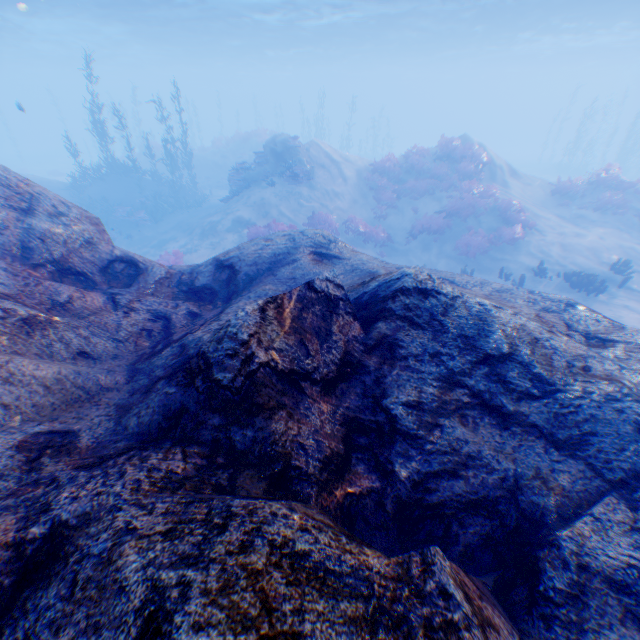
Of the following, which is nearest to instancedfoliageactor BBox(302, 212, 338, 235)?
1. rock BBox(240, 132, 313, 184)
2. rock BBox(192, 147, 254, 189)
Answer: rock BBox(240, 132, 313, 184)

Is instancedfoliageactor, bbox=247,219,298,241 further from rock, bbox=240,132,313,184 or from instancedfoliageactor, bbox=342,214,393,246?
rock, bbox=240,132,313,184

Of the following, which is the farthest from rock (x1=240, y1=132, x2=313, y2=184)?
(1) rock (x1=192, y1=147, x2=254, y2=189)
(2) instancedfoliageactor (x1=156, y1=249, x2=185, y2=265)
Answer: (1) rock (x1=192, y1=147, x2=254, y2=189)

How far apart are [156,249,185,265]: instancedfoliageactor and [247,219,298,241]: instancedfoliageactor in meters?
3.0 m

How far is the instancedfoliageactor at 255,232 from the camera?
15.1 meters

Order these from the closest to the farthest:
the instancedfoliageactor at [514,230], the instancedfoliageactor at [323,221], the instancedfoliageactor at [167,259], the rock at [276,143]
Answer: the instancedfoliageactor at [167,259] → the instancedfoliageactor at [514,230] → the instancedfoliageactor at [323,221] → the rock at [276,143]

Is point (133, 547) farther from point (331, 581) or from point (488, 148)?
point (488, 148)
